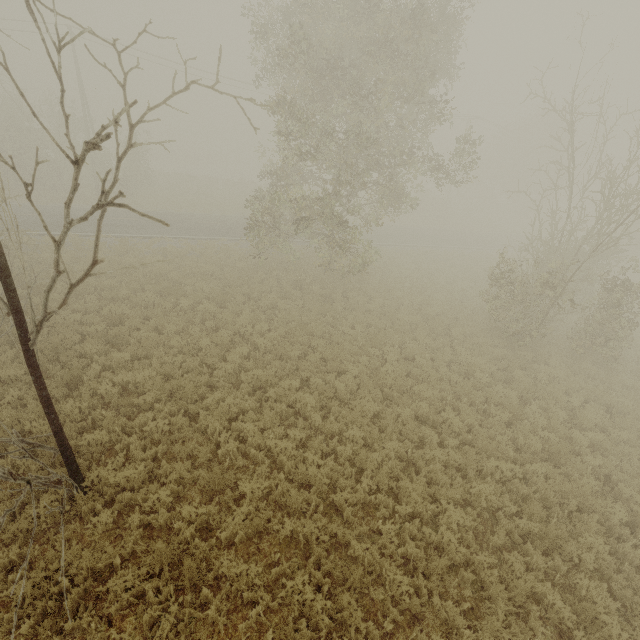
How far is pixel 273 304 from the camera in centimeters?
1512cm
